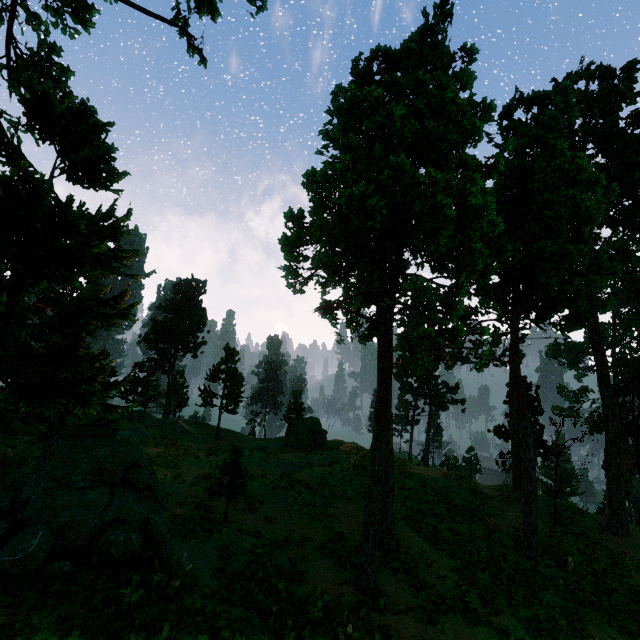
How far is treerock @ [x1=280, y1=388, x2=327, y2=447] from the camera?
34.8 meters

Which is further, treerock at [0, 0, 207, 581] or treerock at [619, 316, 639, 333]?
treerock at [619, 316, 639, 333]

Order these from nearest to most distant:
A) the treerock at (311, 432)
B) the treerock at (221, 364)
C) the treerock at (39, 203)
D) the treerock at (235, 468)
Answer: the treerock at (39, 203) < the treerock at (235, 468) < the treerock at (311, 432) < the treerock at (221, 364)

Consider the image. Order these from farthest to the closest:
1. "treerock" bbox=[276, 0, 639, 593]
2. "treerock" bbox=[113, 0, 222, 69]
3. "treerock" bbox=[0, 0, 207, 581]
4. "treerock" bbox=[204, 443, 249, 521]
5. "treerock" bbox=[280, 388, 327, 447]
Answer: "treerock" bbox=[280, 388, 327, 447] → "treerock" bbox=[113, 0, 222, 69] → "treerock" bbox=[204, 443, 249, 521] → "treerock" bbox=[276, 0, 639, 593] → "treerock" bbox=[0, 0, 207, 581]

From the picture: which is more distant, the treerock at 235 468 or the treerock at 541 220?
the treerock at 235 468

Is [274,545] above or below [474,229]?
below
